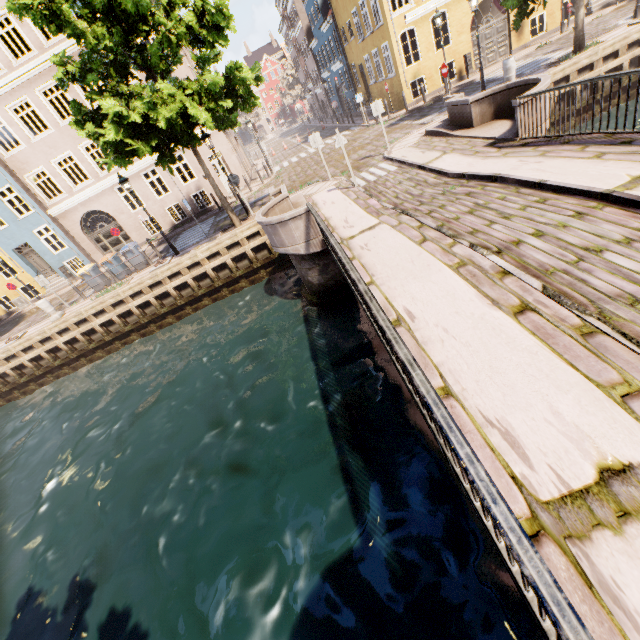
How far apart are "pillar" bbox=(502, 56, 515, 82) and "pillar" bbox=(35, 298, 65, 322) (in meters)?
22.46

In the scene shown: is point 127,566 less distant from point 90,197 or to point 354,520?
point 354,520

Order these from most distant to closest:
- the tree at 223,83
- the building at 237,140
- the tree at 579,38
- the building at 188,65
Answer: the building at 237,140
the building at 188,65
the tree at 579,38
the tree at 223,83

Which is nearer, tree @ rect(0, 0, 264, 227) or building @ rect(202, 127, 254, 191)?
tree @ rect(0, 0, 264, 227)

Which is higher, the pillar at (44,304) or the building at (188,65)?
the building at (188,65)

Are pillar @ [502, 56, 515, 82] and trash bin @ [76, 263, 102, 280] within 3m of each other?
no

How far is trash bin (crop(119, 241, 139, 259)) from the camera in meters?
15.9 m
